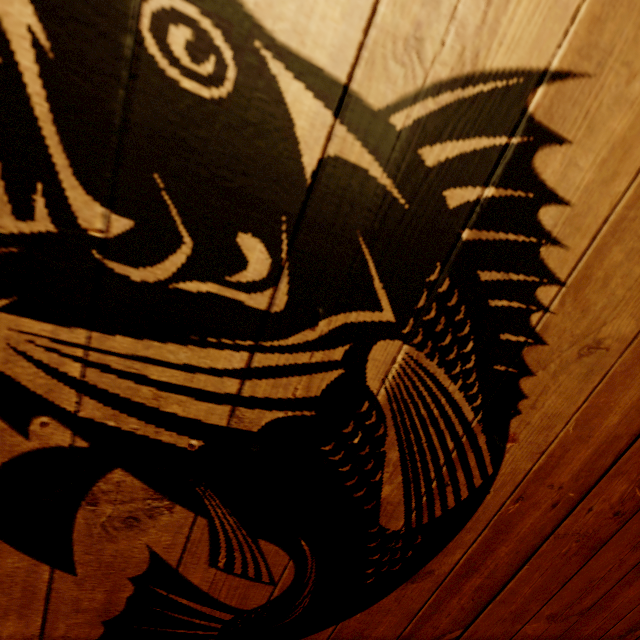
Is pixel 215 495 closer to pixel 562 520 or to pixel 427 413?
pixel 427 413
